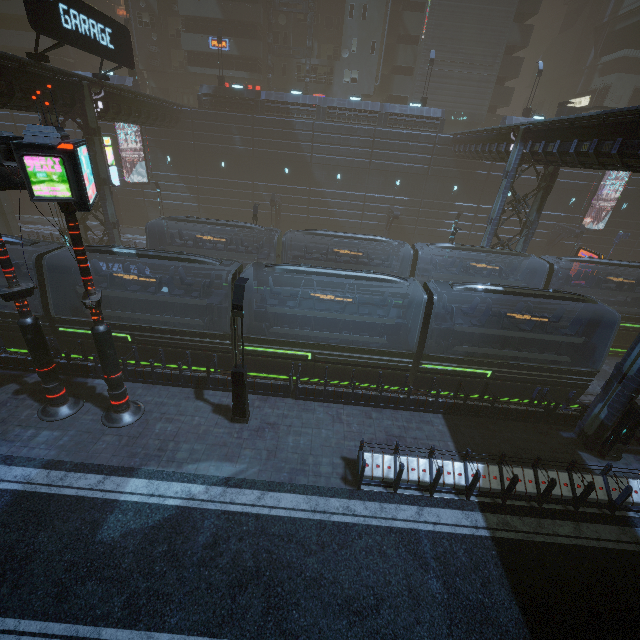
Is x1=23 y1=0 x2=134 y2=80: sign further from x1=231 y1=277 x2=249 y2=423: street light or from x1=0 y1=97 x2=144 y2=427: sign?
x1=231 y1=277 x2=249 y2=423: street light

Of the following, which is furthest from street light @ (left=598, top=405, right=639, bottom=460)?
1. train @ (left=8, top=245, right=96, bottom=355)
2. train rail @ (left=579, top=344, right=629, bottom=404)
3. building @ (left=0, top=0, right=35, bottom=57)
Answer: train @ (left=8, top=245, right=96, bottom=355)

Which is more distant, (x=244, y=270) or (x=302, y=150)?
(x=302, y=150)

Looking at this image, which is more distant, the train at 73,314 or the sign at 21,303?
the train at 73,314

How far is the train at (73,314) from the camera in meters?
13.8 m

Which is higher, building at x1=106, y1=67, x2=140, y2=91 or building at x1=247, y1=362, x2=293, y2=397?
building at x1=106, y1=67, x2=140, y2=91

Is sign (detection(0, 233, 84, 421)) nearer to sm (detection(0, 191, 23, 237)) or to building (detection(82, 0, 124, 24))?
building (detection(82, 0, 124, 24))

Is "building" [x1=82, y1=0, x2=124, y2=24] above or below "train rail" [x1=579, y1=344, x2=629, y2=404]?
above
